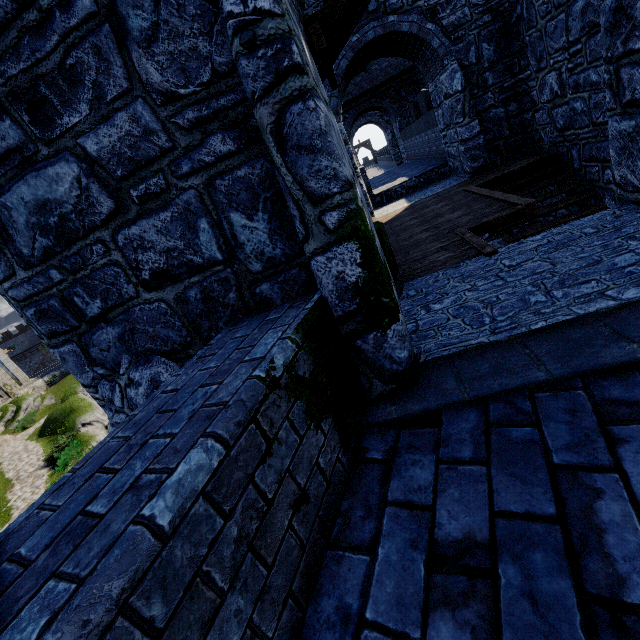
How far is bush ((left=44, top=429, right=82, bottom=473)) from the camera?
20.5 meters

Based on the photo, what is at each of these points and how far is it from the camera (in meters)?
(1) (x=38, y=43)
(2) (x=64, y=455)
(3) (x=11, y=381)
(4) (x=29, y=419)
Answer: (1) building, 2.07
(2) bush, 20.80
(3) building, 36.72
(4) bush, 29.66

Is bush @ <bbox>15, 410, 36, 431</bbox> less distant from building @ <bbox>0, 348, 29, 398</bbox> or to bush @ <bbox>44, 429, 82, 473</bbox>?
building @ <bbox>0, 348, 29, 398</bbox>

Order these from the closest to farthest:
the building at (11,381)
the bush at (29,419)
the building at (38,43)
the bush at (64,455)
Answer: the building at (38,43) → the bush at (64,455) → the bush at (29,419) → the building at (11,381)

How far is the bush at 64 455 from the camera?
20.5m

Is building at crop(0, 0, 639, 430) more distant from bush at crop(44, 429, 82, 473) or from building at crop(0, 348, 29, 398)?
building at crop(0, 348, 29, 398)

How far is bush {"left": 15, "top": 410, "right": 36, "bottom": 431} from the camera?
29.2m

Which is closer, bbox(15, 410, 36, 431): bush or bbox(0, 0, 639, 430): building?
bbox(0, 0, 639, 430): building
